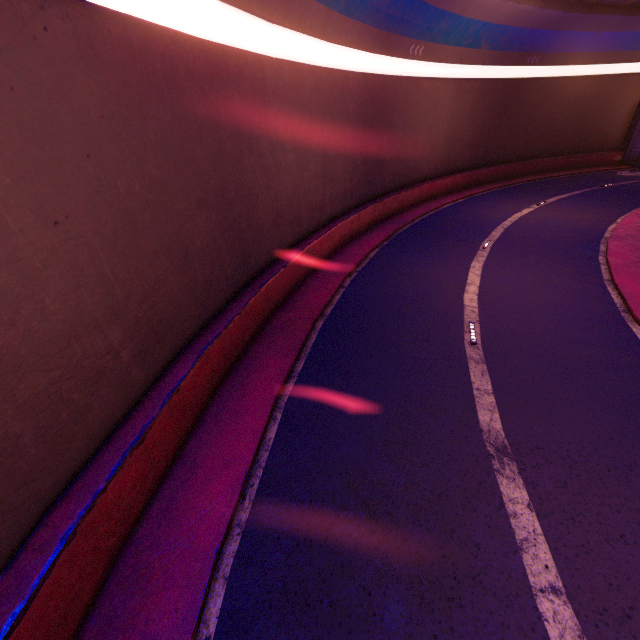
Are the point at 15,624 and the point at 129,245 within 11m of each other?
yes
